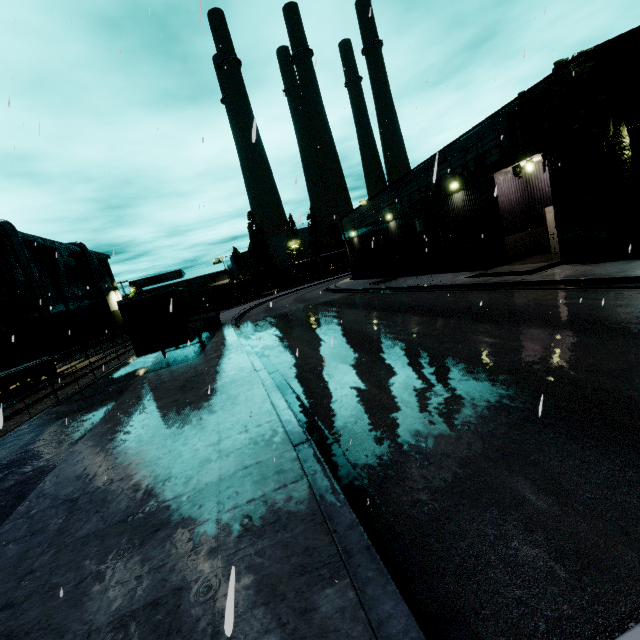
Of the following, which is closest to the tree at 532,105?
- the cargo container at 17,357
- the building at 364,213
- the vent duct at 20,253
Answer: the building at 364,213

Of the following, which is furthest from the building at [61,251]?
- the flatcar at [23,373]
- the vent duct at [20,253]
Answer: the flatcar at [23,373]

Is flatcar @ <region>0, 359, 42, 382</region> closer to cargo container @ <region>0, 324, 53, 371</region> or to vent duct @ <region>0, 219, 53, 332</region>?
cargo container @ <region>0, 324, 53, 371</region>

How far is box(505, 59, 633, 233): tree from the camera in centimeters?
1209cm

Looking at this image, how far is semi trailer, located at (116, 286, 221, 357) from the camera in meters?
15.4 m

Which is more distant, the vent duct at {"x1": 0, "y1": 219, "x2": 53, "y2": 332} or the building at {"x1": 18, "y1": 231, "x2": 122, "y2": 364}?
the building at {"x1": 18, "y1": 231, "x2": 122, "y2": 364}

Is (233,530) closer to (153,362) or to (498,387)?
(498,387)

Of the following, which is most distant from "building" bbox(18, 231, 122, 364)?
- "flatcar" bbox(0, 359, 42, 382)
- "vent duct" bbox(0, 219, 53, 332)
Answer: "flatcar" bbox(0, 359, 42, 382)
